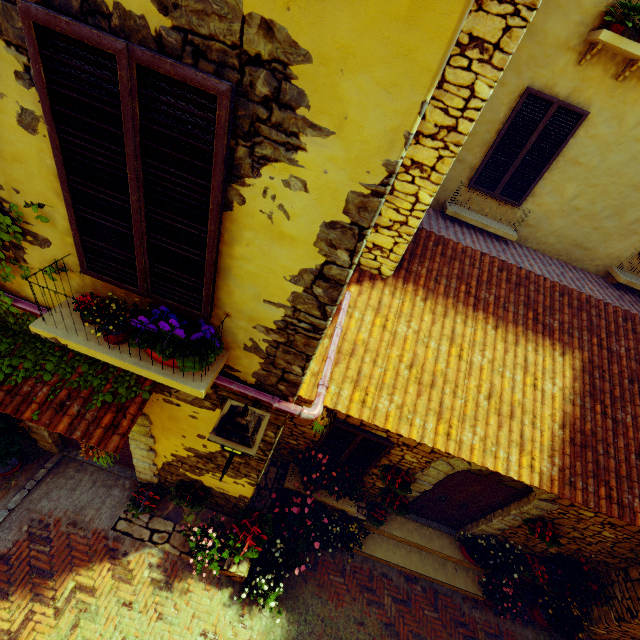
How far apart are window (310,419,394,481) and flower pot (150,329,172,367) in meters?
3.0 m

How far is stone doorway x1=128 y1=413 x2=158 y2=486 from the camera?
4.3 meters

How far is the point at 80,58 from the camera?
1.7m

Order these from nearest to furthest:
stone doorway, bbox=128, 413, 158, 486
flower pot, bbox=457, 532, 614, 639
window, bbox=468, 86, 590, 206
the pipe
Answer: the pipe
stone doorway, bbox=128, 413, 158, 486
window, bbox=468, 86, 590, 206
flower pot, bbox=457, 532, 614, 639

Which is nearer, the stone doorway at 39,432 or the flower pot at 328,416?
the flower pot at 328,416

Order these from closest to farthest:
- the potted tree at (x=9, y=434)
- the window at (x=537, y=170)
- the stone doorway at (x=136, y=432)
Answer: the stone doorway at (x=136, y=432), the potted tree at (x=9, y=434), the window at (x=537, y=170)

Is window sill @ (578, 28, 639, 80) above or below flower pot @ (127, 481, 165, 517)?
above

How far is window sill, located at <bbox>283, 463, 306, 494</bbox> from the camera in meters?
6.2
